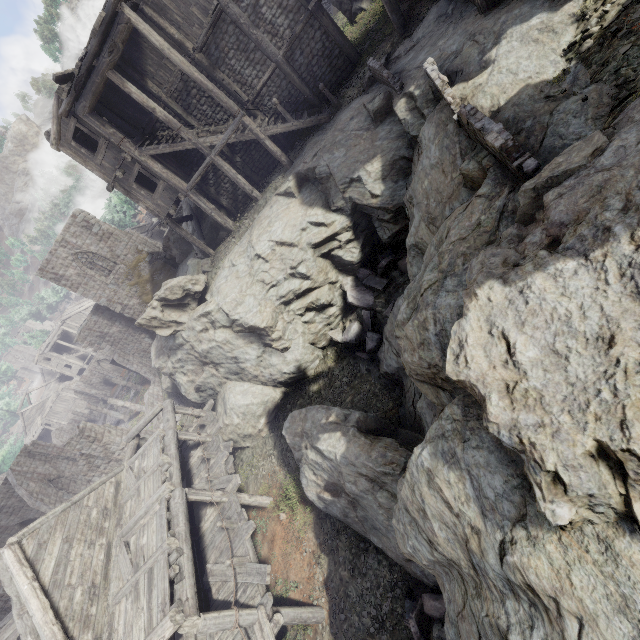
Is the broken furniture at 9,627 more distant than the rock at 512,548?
Yes

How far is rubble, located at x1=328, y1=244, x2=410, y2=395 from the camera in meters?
12.8

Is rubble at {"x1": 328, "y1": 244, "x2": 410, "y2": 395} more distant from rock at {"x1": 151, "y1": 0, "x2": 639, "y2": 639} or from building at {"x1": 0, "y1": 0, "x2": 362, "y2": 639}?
building at {"x1": 0, "y1": 0, "x2": 362, "y2": 639}

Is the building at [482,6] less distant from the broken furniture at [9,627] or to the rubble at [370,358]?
the broken furniture at [9,627]

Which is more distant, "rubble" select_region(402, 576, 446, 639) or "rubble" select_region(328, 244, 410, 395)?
"rubble" select_region(328, 244, 410, 395)

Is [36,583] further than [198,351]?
No

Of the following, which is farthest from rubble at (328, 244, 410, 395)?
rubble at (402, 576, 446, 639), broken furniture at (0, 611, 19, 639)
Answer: broken furniture at (0, 611, 19, 639)

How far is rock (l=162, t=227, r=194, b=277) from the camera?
26.3 meters
